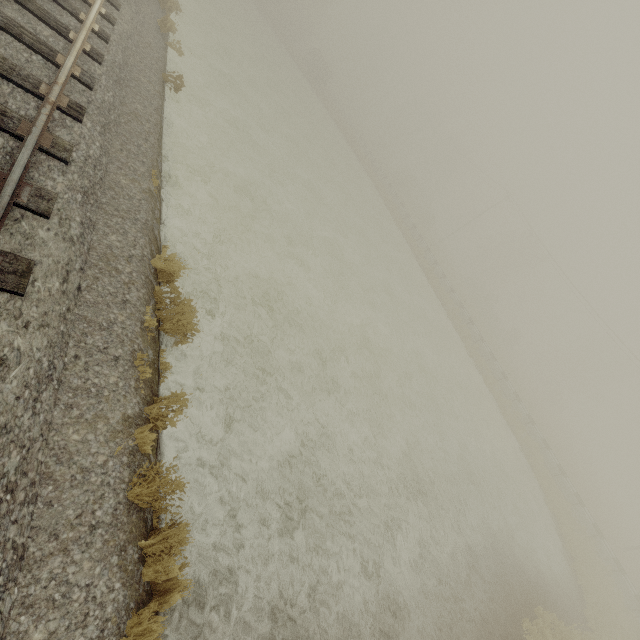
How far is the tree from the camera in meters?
50.3

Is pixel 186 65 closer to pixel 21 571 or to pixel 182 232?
pixel 182 232

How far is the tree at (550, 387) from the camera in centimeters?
5034cm
